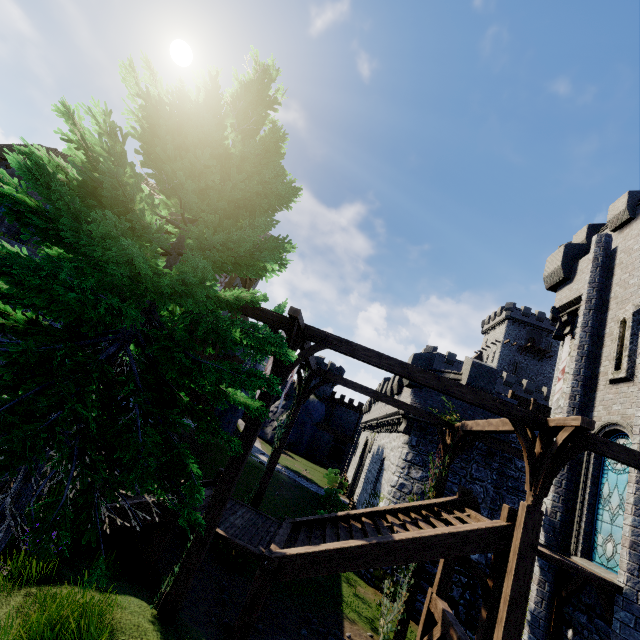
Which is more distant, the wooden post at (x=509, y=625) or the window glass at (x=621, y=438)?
the window glass at (x=621, y=438)

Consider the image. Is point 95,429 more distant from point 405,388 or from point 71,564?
point 405,388

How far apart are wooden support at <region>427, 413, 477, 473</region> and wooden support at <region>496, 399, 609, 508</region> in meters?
3.4

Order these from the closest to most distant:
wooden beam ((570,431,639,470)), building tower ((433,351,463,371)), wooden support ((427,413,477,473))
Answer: wooden beam ((570,431,639,470)) → wooden support ((427,413,477,473)) → building tower ((433,351,463,371))

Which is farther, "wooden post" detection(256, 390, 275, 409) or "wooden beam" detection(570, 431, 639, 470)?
"wooden post" detection(256, 390, 275, 409)

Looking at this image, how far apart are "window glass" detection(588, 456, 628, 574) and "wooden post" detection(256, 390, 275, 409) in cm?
977

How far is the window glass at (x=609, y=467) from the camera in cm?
855

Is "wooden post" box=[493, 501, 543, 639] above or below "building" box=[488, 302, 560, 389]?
below
